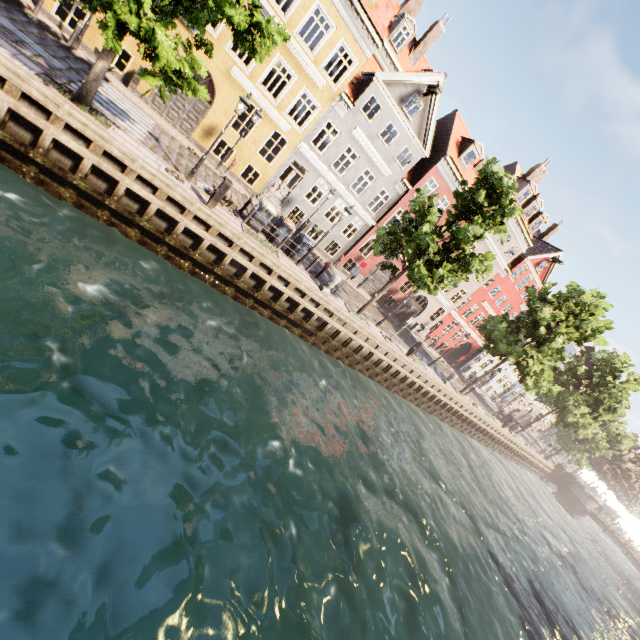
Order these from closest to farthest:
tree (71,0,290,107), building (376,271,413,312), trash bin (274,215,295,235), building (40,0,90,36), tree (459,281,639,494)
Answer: tree (71,0,290,107), building (40,0,90,36), trash bin (274,215,295,235), tree (459,281,639,494), building (376,271,413,312)

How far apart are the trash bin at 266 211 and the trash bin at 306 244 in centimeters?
164cm

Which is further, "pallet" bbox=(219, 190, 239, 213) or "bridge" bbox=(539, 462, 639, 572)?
"bridge" bbox=(539, 462, 639, 572)

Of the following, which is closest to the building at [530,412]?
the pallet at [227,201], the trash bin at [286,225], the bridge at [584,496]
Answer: the trash bin at [286,225]

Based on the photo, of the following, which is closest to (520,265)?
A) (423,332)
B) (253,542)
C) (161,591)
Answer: (423,332)

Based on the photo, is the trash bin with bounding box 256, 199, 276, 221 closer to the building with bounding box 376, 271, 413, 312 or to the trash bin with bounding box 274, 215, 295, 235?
the trash bin with bounding box 274, 215, 295, 235

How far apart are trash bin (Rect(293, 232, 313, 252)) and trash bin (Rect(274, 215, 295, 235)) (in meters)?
0.35

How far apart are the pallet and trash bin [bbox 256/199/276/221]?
0.7 meters
